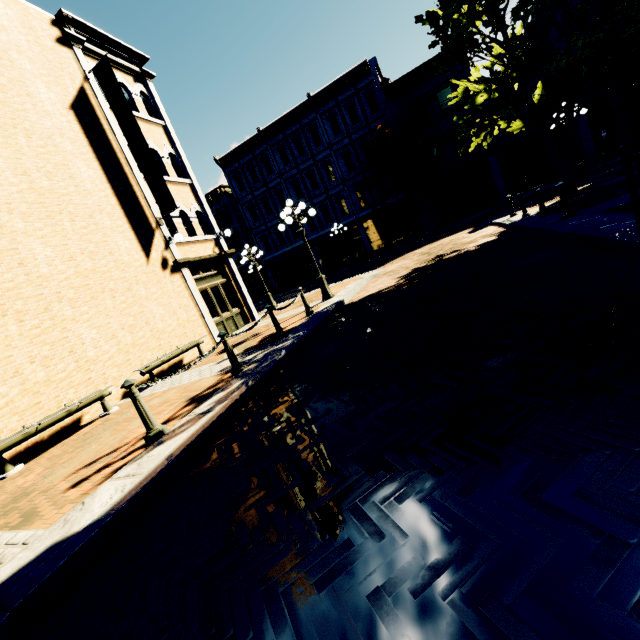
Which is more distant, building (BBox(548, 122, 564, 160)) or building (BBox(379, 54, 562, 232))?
A: building (BBox(379, 54, 562, 232))

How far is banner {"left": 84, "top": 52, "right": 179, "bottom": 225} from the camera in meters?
10.5

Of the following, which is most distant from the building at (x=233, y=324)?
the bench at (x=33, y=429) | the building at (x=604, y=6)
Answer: the building at (x=604, y=6)

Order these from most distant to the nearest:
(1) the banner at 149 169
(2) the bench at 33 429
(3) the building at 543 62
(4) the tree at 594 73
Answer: (3) the building at 543 62
(1) the banner at 149 169
(4) the tree at 594 73
(2) the bench at 33 429

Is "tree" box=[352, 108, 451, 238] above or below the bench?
above

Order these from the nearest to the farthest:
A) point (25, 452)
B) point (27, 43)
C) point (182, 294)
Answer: point (25, 452) < point (27, 43) < point (182, 294)

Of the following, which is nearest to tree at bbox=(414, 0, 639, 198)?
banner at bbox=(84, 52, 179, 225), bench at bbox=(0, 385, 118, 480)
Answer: bench at bbox=(0, 385, 118, 480)

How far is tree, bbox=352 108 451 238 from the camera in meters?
21.7
